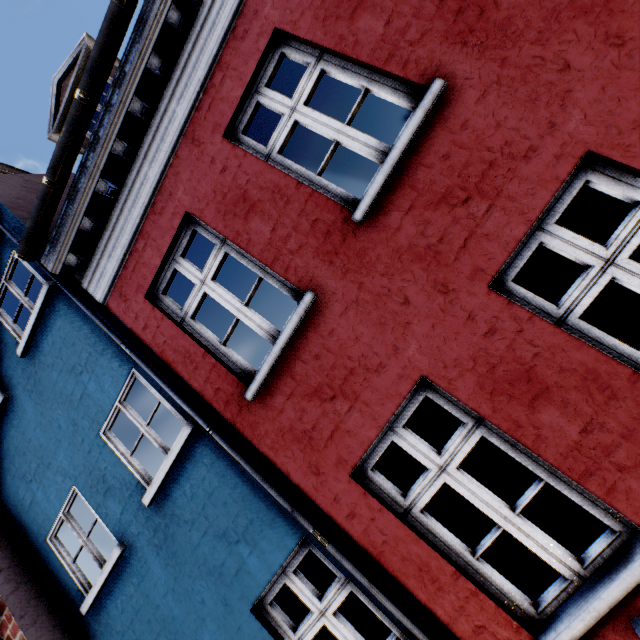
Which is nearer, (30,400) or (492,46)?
(492,46)
